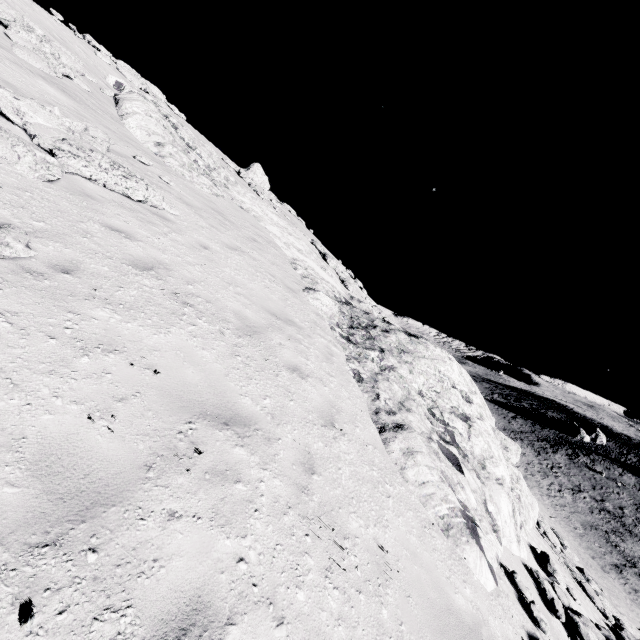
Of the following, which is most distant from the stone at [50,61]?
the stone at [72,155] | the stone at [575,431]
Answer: the stone at [575,431]

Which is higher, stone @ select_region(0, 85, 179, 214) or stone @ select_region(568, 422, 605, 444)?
stone @ select_region(0, 85, 179, 214)

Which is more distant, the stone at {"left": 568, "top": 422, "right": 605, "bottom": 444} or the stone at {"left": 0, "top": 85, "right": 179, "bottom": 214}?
the stone at {"left": 568, "top": 422, "right": 605, "bottom": 444}

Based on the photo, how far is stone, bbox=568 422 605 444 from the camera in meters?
57.8

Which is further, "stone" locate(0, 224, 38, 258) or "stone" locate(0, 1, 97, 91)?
"stone" locate(0, 1, 97, 91)

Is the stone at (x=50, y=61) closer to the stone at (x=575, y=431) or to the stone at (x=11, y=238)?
the stone at (x=11, y=238)

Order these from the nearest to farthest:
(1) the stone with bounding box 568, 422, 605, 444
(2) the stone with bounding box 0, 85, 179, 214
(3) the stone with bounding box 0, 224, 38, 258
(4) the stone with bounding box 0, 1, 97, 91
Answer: (3) the stone with bounding box 0, 224, 38, 258 → (2) the stone with bounding box 0, 85, 179, 214 → (4) the stone with bounding box 0, 1, 97, 91 → (1) the stone with bounding box 568, 422, 605, 444

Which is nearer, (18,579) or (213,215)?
(18,579)
